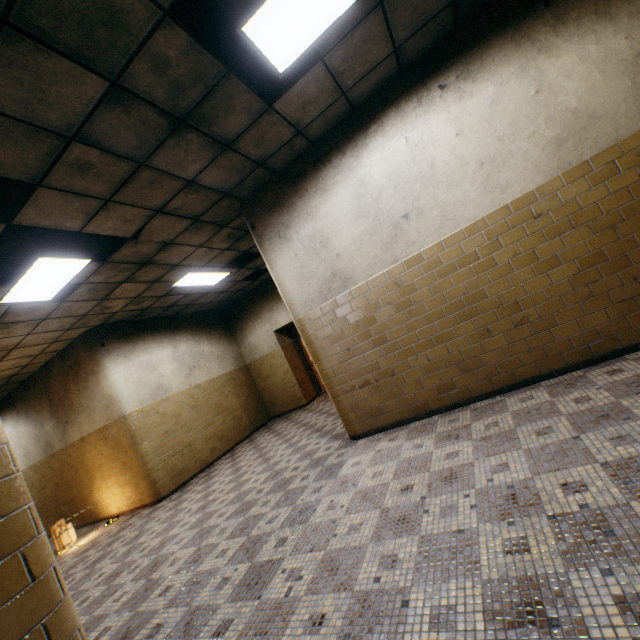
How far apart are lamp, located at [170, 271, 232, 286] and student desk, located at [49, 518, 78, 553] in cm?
498

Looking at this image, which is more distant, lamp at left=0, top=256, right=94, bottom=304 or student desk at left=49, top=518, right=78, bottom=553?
student desk at left=49, top=518, right=78, bottom=553

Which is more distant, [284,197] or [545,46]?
[284,197]

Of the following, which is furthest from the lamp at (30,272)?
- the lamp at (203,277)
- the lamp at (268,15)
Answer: the lamp at (268,15)

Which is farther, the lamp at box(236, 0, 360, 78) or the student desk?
the student desk

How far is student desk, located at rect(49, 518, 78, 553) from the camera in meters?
6.3

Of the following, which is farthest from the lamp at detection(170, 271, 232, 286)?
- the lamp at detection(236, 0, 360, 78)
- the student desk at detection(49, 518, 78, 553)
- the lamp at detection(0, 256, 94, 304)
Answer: the student desk at detection(49, 518, 78, 553)

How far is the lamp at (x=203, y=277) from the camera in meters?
6.8 m
